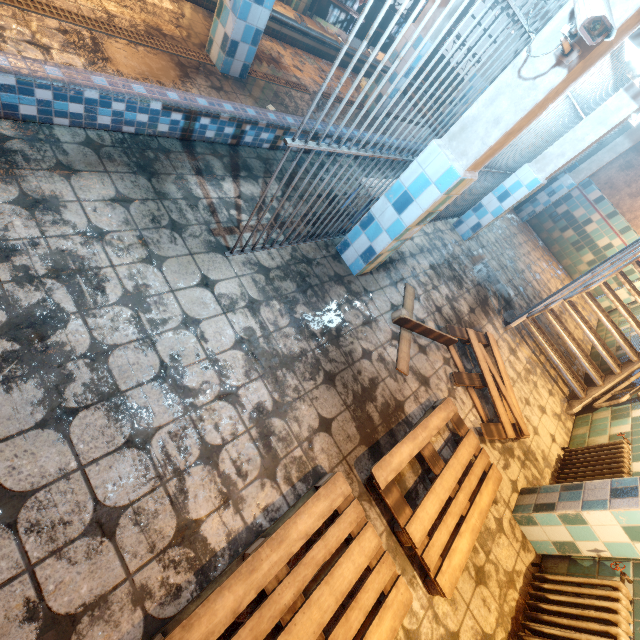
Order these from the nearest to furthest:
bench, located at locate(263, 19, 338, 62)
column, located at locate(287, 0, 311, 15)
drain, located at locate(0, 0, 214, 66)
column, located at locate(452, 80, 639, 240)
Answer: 1. drain, located at locate(0, 0, 214, 66)
2. column, located at locate(452, 80, 639, 240)
3. bench, located at locate(263, 19, 338, 62)
4. column, located at locate(287, 0, 311, 15)

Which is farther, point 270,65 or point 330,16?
point 330,16

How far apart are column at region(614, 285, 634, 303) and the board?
6.9 meters

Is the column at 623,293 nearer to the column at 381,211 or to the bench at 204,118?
the bench at 204,118

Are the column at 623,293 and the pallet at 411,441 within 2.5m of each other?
no

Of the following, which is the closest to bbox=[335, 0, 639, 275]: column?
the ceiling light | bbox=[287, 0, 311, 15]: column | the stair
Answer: the ceiling light

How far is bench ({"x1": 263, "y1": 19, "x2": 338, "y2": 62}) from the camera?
4.9 meters

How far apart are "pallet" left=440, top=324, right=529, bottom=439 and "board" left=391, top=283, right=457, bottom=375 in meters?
0.1
